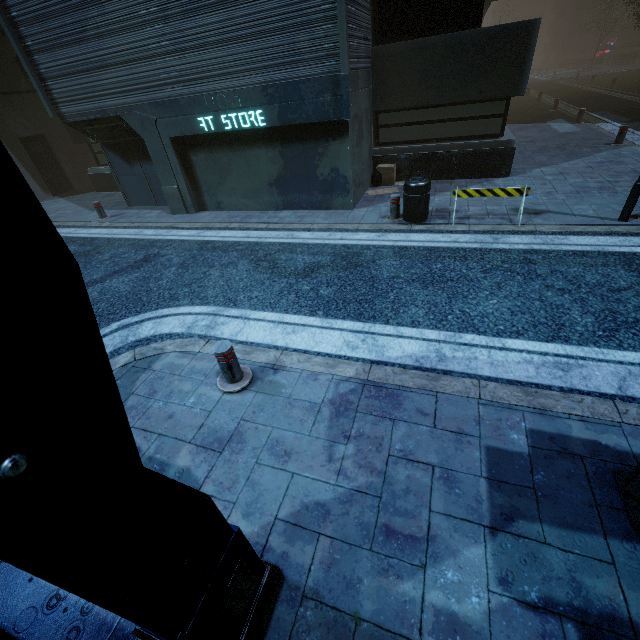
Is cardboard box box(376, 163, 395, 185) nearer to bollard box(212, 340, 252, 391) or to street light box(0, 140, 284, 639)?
bollard box(212, 340, 252, 391)

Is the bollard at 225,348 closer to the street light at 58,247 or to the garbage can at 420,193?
the street light at 58,247

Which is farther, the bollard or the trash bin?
the bollard

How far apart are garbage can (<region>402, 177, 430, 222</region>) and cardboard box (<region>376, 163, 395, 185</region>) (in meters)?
2.90

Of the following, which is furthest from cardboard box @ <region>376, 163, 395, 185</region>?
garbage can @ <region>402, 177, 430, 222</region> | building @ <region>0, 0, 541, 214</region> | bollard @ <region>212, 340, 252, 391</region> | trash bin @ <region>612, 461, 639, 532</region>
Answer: trash bin @ <region>612, 461, 639, 532</region>

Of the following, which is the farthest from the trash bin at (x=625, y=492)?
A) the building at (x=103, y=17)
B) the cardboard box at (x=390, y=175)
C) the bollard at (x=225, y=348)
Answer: the cardboard box at (x=390, y=175)

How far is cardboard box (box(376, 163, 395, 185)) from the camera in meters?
10.0

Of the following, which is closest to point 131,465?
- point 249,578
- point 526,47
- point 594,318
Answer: point 249,578
